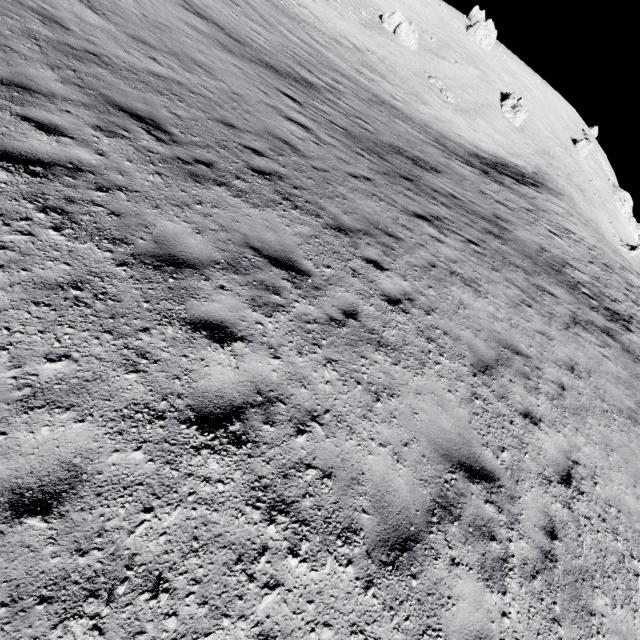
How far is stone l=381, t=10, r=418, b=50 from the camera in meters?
50.3 m

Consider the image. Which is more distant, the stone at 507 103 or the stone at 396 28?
the stone at 507 103

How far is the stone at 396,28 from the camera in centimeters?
5031cm

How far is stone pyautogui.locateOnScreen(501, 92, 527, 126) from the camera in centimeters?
5775cm

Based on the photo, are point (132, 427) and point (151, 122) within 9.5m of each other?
yes

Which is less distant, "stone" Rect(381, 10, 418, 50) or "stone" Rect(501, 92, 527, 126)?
"stone" Rect(381, 10, 418, 50)
